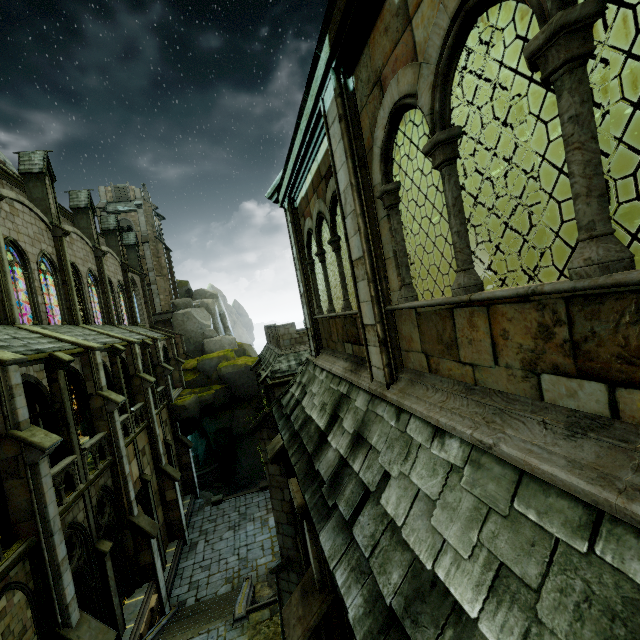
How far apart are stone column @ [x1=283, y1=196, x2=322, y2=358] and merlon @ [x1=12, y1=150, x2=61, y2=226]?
20.0m

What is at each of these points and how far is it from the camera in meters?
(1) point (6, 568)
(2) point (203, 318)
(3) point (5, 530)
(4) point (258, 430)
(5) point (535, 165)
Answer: (1) wall trim, 8.4
(2) rock, 42.6
(3) archway, 9.4
(4) stone column, 9.2
(5) wooden beam, 8.9

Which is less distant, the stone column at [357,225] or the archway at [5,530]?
the stone column at [357,225]

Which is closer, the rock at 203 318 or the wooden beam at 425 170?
the wooden beam at 425 170

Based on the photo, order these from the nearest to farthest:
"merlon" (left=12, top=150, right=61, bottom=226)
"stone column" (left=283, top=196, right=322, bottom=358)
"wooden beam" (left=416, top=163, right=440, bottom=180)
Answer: "stone column" (left=283, top=196, right=322, bottom=358), "wooden beam" (left=416, top=163, right=440, bottom=180), "merlon" (left=12, top=150, right=61, bottom=226)

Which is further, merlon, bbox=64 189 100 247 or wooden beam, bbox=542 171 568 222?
merlon, bbox=64 189 100 247

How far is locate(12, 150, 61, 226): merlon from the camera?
19.77m

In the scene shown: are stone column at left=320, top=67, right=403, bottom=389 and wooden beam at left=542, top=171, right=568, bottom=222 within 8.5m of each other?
yes
